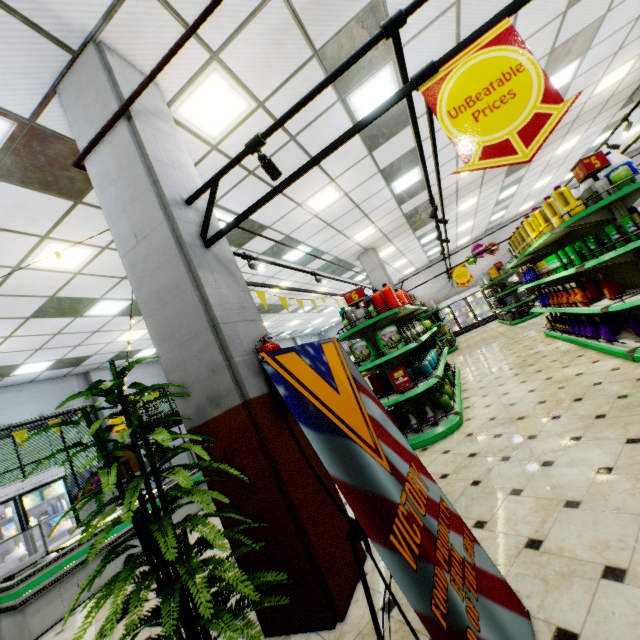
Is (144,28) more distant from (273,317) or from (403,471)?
(273,317)

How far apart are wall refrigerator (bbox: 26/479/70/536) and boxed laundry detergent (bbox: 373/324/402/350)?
9.1 meters

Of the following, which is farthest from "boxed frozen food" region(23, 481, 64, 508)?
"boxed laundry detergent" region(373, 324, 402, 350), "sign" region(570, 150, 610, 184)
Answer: "sign" region(570, 150, 610, 184)

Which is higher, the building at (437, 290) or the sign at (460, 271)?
the building at (437, 290)

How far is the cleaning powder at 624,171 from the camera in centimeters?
366cm

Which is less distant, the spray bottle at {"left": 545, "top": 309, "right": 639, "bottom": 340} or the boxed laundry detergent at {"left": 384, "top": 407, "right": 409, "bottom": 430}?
the spray bottle at {"left": 545, "top": 309, "right": 639, "bottom": 340}

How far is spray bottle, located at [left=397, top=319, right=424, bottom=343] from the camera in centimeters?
525cm

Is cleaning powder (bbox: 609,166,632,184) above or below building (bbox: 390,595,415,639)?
above
